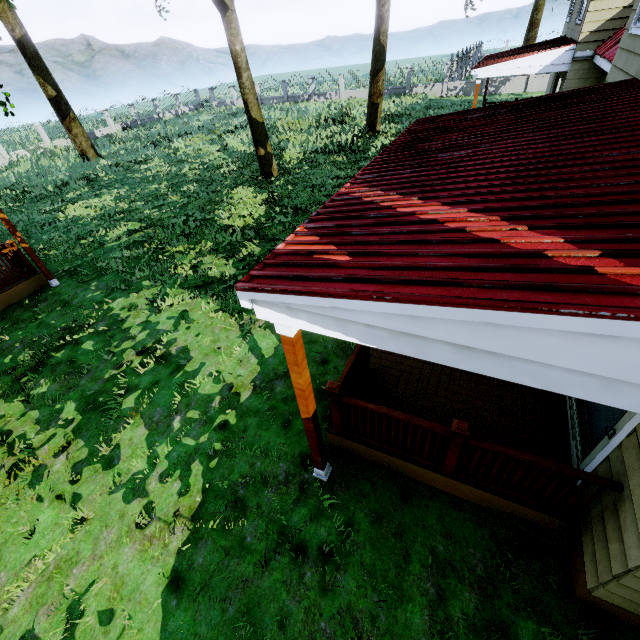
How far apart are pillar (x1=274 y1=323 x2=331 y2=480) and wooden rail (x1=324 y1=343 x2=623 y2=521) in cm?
35

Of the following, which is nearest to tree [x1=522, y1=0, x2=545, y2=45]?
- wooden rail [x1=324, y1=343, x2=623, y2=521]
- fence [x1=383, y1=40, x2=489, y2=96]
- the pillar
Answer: fence [x1=383, y1=40, x2=489, y2=96]

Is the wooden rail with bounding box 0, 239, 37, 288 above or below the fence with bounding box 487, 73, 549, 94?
above

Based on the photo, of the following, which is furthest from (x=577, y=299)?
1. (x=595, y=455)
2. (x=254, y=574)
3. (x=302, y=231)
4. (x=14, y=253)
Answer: (x=14, y=253)

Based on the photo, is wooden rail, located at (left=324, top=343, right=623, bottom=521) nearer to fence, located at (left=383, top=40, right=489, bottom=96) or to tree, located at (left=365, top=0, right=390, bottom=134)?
tree, located at (left=365, top=0, right=390, bottom=134)

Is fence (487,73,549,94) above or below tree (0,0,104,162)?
below

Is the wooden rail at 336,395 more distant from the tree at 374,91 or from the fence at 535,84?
the fence at 535,84

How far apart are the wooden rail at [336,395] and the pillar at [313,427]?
0.35m
